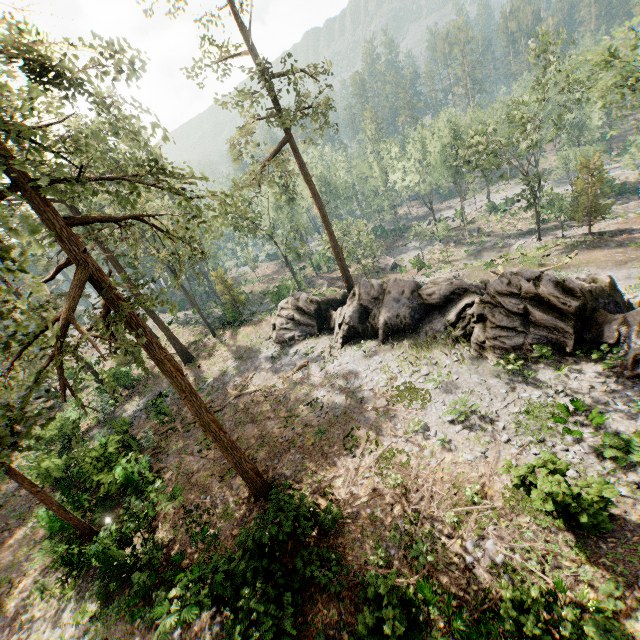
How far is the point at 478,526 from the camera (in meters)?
11.12

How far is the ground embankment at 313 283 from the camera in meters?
49.8 m

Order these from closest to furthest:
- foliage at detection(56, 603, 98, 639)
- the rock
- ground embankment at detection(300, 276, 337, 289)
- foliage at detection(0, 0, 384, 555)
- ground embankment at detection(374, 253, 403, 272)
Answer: foliage at detection(0, 0, 384, 555) < foliage at detection(56, 603, 98, 639) < the rock < ground embankment at detection(300, 276, 337, 289) < ground embankment at detection(374, 253, 403, 272)

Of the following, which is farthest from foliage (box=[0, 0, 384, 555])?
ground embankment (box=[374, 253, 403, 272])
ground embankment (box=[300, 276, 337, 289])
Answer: ground embankment (box=[300, 276, 337, 289])

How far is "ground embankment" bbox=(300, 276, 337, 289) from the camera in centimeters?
4983cm

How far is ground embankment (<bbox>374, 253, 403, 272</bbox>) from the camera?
52.5 meters

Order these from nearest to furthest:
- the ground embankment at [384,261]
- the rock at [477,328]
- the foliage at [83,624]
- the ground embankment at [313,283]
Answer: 1. the foliage at [83,624]
2. the rock at [477,328]
3. the ground embankment at [313,283]
4. the ground embankment at [384,261]

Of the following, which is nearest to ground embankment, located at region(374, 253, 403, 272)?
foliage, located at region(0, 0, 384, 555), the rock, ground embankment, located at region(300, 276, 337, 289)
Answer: foliage, located at region(0, 0, 384, 555)
